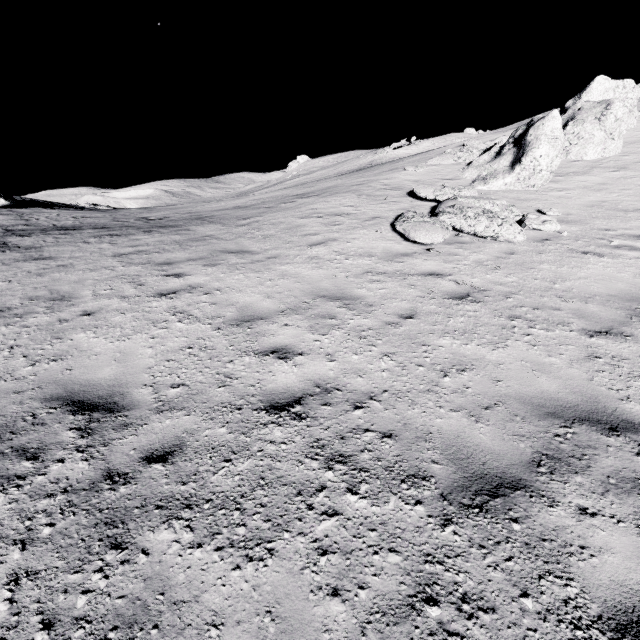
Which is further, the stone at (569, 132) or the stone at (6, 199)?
the stone at (6, 199)

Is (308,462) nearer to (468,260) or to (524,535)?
(524,535)

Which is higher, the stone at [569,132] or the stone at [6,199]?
the stone at [6,199]

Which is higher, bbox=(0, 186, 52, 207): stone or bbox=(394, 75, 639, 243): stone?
bbox=(0, 186, 52, 207): stone

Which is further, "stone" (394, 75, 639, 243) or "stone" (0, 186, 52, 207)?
"stone" (0, 186, 52, 207)
